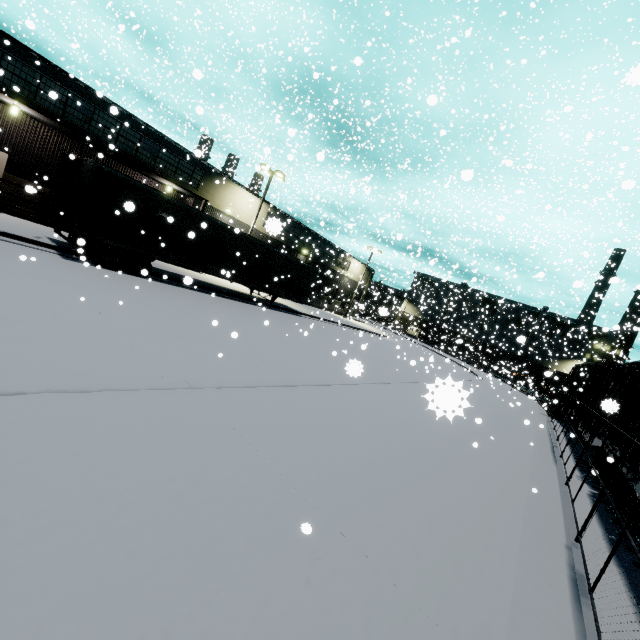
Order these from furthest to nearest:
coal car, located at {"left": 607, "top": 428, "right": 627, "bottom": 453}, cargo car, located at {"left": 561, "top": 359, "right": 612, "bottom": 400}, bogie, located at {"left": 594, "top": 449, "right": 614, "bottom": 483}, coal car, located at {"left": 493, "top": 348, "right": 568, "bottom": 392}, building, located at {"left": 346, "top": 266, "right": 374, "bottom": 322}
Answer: building, located at {"left": 346, "top": 266, "right": 374, "bottom": 322}
coal car, located at {"left": 493, "top": 348, "right": 568, "bottom": 392}
cargo car, located at {"left": 561, "top": 359, "right": 612, "bottom": 400}
bogie, located at {"left": 594, "top": 449, "right": 614, "bottom": 483}
coal car, located at {"left": 607, "top": 428, "right": 627, "bottom": 453}

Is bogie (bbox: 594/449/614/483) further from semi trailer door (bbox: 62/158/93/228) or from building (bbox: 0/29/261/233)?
building (bbox: 0/29/261/233)

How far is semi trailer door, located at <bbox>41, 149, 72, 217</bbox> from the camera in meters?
12.4

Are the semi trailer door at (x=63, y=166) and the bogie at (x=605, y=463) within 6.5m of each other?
no

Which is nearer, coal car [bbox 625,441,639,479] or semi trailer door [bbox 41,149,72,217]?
coal car [bbox 625,441,639,479]

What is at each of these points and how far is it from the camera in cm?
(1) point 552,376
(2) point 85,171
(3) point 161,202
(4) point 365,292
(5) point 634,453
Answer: (1) coal car, 4522
(2) semi trailer door, 1234
(3) semi trailer, 1412
(4) building, 4831
(5) coal car, 763

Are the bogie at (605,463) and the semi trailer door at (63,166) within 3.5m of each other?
no

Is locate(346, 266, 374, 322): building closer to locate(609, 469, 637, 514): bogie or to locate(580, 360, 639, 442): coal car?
locate(580, 360, 639, 442): coal car
